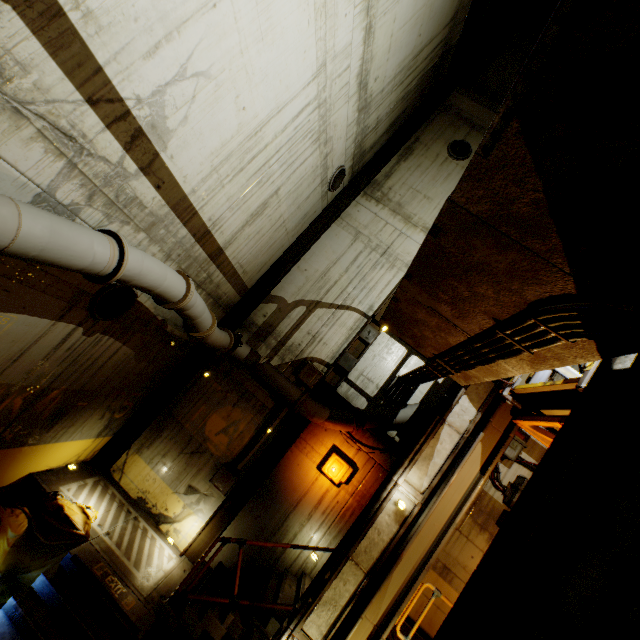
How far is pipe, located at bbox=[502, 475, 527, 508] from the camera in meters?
7.8 m

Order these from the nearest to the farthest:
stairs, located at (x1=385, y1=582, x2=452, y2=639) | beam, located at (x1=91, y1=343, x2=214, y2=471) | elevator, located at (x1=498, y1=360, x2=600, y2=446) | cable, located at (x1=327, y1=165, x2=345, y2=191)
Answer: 1. elevator, located at (x1=498, y1=360, x2=600, y2=446)
2. stairs, located at (x1=385, y1=582, x2=452, y2=639)
3. beam, located at (x1=91, y1=343, x2=214, y2=471)
4. cable, located at (x1=327, y1=165, x2=345, y2=191)

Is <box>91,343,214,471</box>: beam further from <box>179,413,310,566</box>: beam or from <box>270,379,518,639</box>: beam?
<box>270,379,518,639</box>: beam

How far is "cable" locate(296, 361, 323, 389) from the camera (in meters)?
8.92

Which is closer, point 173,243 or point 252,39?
point 252,39

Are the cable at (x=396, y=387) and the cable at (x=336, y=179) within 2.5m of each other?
no

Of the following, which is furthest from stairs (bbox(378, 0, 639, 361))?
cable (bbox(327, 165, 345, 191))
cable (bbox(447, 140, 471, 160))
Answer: cable (bbox(447, 140, 471, 160))

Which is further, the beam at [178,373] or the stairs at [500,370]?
the beam at [178,373]
